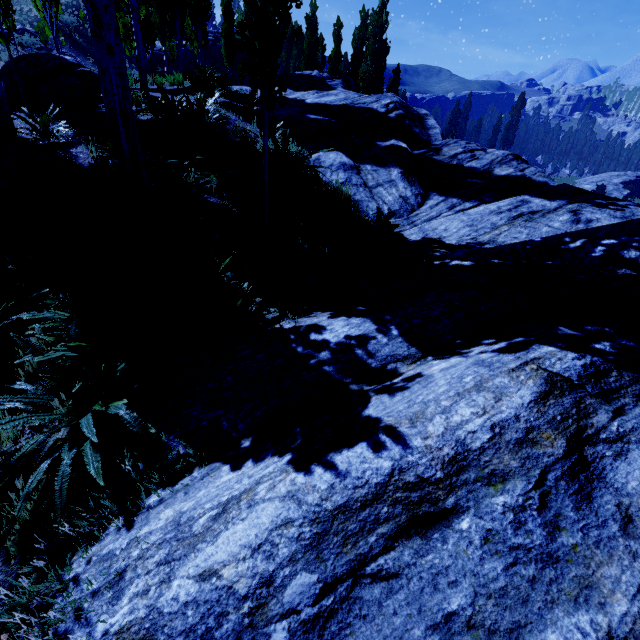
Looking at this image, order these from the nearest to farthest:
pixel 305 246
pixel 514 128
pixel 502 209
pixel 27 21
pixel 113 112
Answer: pixel 305 246 < pixel 502 209 < pixel 113 112 < pixel 27 21 < pixel 514 128

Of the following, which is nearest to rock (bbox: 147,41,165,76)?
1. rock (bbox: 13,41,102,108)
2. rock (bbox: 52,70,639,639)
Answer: rock (bbox: 13,41,102,108)

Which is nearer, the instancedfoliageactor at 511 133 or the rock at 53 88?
the rock at 53 88

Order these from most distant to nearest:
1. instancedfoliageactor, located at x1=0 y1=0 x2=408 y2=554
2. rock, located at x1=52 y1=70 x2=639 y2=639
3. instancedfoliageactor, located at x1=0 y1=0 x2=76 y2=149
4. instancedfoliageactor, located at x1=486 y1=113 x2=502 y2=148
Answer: instancedfoliageactor, located at x1=486 y1=113 x2=502 y2=148, instancedfoliageactor, located at x1=0 y1=0 x2=76 y2=149, instancedfoliageactor, located at x1=0 y1=0 x2=408 y2=554, rock, located at x1=52 y1=70 x2=639 y2=639

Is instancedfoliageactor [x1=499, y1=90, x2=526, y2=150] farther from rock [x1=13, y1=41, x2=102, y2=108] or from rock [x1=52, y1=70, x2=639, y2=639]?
rock [x1=13, y1=41, x2=102, y2=108]
